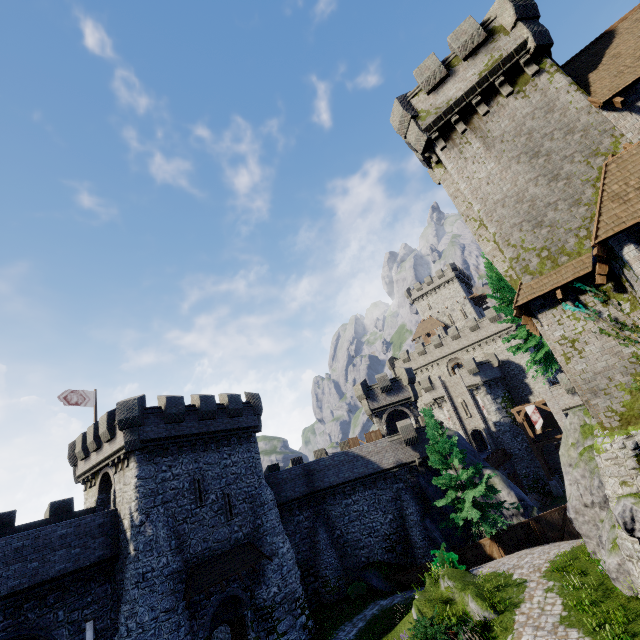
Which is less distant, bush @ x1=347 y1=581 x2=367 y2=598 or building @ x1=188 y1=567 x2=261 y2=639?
building @ x1=188 y1=567 x2=261 y2=639

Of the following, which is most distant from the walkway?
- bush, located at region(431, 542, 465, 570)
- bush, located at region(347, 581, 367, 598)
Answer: bush, located at region(347, 581, 367, 598)

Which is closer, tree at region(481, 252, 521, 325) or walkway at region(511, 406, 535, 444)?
tree at region(481, 252, 521, 325)

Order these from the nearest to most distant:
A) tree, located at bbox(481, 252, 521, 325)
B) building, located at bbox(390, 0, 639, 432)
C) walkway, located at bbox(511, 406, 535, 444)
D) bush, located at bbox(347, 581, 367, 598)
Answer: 1. building, located at bbox(390, 0, 639, 432)
2. tree, located at bbox(481, 252, 521, 325)
3. bush, located at bbox(347, 581, 367, 598)
4. walkway, located at bbox(511, 406, 535, 444)

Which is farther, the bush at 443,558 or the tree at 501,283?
the tree at 501,283

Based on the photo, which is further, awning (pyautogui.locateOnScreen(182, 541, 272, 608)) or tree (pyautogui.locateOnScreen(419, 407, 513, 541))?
tree (pyautogui.locateOnScreen(419, 407, 513, 541))

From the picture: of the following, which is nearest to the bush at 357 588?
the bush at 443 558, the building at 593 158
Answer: the bush at 443 558

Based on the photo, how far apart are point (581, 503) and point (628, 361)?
8.10m
